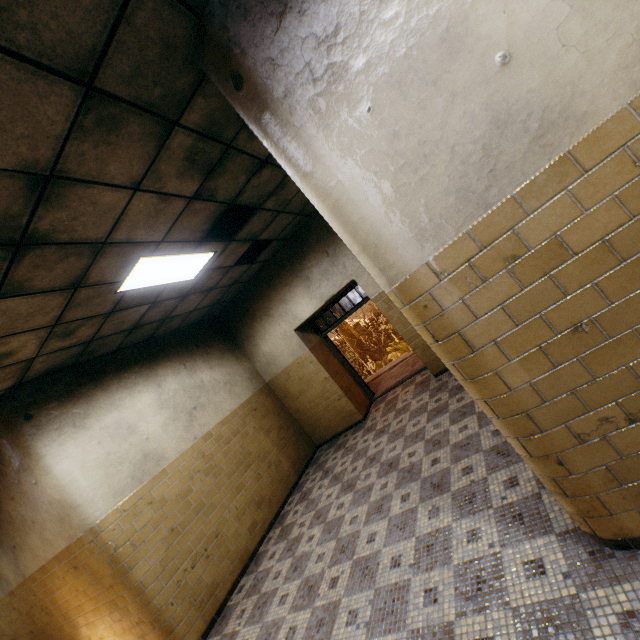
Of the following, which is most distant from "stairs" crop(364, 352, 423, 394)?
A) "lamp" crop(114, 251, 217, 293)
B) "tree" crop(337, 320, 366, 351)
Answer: "tree" crop(337, 320, 366, 351)

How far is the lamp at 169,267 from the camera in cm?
378

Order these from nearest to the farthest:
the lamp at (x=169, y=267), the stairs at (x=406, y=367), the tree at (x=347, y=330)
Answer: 1. the lamp at (x=169, y=267)
2. the stairs at (x=406, y=367)
3. the tree at (x=347, y=330)

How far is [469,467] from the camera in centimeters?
335cm

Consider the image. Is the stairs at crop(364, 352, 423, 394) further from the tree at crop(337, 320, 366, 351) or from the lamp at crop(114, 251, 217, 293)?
the tree at crop(337, 320, 366, 351)

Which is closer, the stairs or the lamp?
the lamp

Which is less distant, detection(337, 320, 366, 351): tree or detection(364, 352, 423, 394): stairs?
detection(364, 352, 423, 394): stairs

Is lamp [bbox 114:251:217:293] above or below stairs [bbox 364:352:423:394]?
above
